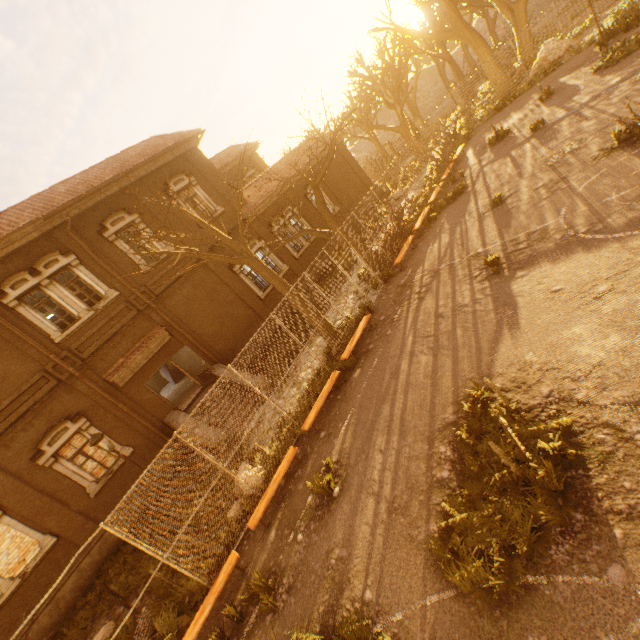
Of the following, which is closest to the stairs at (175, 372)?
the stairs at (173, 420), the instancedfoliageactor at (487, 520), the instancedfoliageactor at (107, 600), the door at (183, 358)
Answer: the door at (183, 358)

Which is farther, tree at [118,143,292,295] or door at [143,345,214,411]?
door at [143,345,214,411]

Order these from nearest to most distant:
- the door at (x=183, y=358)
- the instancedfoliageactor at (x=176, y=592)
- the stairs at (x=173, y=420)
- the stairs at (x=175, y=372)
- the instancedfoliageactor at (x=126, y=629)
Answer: the instancedfoliageactor at (x=176, y=592), the instancedfoliageactor at (x=126, y=629), the stairs at (x=173, y=420), the door at (x=183, y=358), the stairs at (x=175, y=372)

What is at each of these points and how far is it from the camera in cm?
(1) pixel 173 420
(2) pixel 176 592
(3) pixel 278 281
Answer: (1) stairs, 1320
(2) instancedfoliageactor, 775
(3) tree, 1092

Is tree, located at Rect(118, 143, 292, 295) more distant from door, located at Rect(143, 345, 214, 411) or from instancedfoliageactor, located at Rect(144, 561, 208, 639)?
door, located at Rect(143, 345, 214, 411)

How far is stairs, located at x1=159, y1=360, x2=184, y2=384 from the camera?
20.7m

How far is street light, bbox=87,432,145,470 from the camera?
9.6 meters

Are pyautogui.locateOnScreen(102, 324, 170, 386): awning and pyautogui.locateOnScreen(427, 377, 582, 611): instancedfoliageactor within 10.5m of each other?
no
